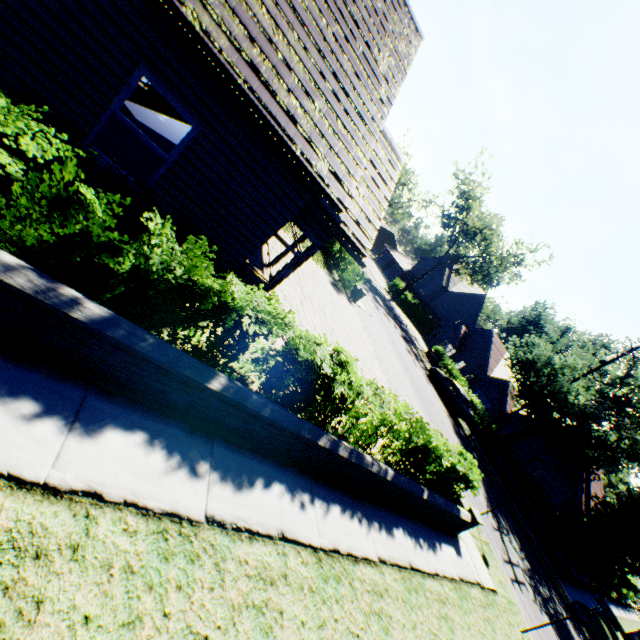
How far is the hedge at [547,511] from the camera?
19.59m

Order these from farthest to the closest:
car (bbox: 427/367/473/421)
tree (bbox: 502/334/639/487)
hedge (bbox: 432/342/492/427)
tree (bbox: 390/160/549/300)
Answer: tree (bbox: 390/160/549/300)
hedge (bbox: 432/342/492/427)
car (bbox: 427/367/473/421)
tree (bbox: 502/334/639/487)

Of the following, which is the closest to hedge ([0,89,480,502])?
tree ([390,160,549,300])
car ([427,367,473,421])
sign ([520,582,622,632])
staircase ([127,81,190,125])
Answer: staircase ([127,81,190,125])

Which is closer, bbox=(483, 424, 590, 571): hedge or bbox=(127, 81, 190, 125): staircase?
bbox=(127, 81, 190, 125): staircase

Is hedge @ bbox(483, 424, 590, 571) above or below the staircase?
above

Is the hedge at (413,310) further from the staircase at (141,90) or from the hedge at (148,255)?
the hedge at (148,255)

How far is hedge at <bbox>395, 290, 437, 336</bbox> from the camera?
45.10m

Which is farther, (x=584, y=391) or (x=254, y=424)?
(x=584, y=391)
